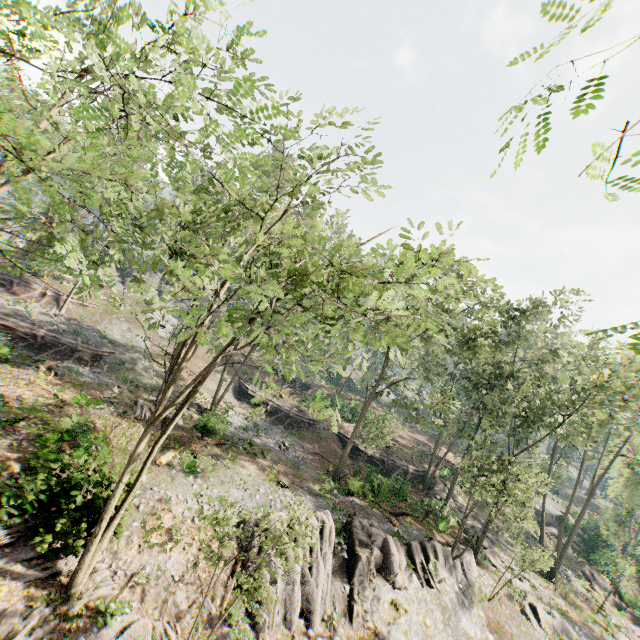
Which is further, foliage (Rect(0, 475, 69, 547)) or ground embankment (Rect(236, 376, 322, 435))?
ground embankment (Rect(236, 376, 322, 435))

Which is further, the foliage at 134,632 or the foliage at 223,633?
the foliage at 134,632

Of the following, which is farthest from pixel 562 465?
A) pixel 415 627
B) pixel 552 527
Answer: pixel 415 627

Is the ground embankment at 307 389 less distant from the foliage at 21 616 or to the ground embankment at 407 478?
the foliage at 21 616

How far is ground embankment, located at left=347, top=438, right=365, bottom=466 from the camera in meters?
33.9

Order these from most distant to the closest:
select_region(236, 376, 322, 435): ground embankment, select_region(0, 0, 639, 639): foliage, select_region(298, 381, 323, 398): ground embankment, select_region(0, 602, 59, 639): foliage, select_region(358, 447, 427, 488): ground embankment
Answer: select_region(298, 381, 323, 398): ground embankment → select_region(236, 376, 322, 435): ground embankment → select_region(358, 447, 427, 488): ground embankment → select_region(0, 602, 59, 639): foliage → select_region(0, 0, 639, 639): foliage

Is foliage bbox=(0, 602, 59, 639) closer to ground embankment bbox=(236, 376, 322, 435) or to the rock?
the rock

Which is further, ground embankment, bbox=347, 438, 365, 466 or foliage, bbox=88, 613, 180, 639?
ground embankment, bbox=347, 438, 365, 466
